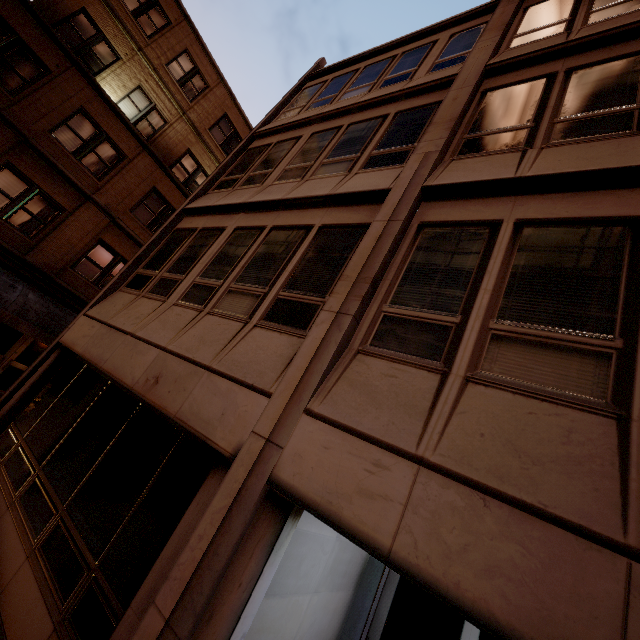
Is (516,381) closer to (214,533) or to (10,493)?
(214,533)

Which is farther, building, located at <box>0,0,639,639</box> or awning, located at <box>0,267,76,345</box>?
awning, located at <box>0,267,76,345</box>

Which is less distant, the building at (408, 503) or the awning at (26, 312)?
the building at (408, 503)
